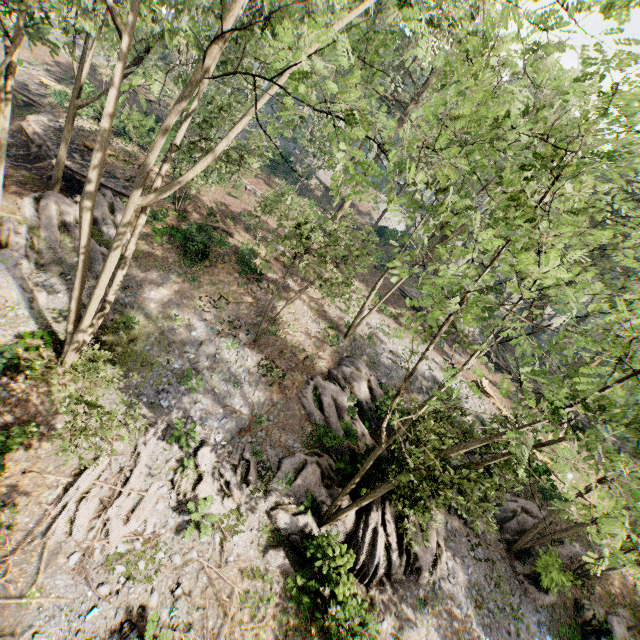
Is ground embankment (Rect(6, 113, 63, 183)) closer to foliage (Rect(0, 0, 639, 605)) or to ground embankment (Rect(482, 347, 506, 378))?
foliage (Rect(0, 0, 639, 605))

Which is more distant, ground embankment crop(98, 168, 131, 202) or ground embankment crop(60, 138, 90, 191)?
ground embankment crop(98, 168, 131, 202)

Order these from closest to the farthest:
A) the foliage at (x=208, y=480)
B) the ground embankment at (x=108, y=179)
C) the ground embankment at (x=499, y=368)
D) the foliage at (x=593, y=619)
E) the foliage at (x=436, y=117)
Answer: the foliage at (x=436, y=117) < the foliage at (x=208, y=480) < the foliage at (x=593, y=619) < the ground embankment at (x=108, y=179) < the ground embankment at (x=499, y=368)

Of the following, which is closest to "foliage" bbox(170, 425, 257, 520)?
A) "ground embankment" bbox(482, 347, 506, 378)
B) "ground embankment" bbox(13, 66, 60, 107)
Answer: "ground embankment" bbox(482, 347, 506, 378)

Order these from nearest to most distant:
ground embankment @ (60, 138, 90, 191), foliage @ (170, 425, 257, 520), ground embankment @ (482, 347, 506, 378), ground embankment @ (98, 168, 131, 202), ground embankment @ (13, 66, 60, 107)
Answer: foliage @ (170, 425, 257, 520)
ground embankment @ (60, 138, 90, 191)
ground embankment @ (98, 168, 131, 202)
ground embankment @ (13, 66, 60, 107)
ground embankment @ (482, 347, 506, 378)

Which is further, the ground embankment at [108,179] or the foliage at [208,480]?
the ground embankment at [108,179]

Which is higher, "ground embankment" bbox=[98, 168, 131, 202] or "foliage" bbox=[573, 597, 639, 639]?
"ground embankment" bbox=[98, 168, 131, 202]

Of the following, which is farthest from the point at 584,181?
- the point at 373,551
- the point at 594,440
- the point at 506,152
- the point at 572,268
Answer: the point at 373,551
